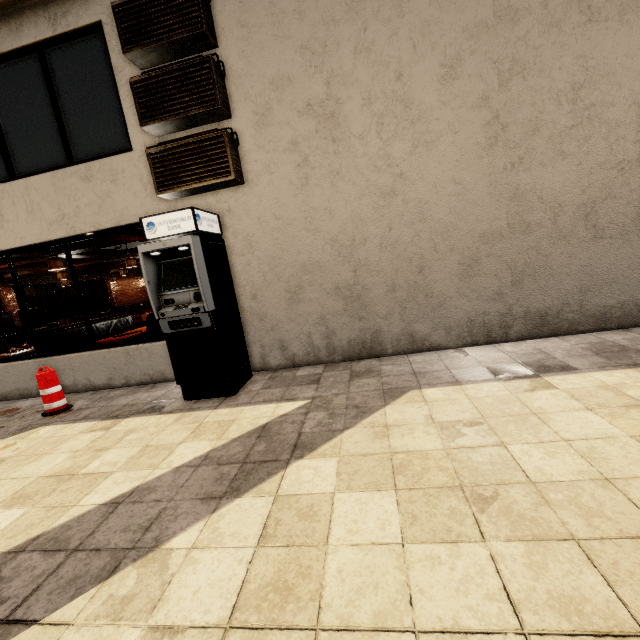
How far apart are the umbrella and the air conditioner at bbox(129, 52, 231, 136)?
12.9 meters

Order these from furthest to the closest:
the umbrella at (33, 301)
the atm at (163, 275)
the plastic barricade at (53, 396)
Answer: the umbrella at (33, 301) < the plastic barricade at (53, 396) < the atm at (163, 275)

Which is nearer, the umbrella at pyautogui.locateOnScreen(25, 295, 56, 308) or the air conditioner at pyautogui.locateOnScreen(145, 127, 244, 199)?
the air conditioner at pyautogui.locateOnScreen(145, 127, 244, 199)

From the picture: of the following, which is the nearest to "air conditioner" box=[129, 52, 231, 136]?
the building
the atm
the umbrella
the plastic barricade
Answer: the building

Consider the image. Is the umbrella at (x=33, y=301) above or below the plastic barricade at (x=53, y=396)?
above

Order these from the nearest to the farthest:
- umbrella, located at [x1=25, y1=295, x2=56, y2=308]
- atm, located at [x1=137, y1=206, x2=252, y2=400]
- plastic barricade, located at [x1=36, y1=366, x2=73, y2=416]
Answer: atm, located at [x1=137, y1=206, x2=252, y2=400]
plastic barricade, located at [x1=36, y1=366, x2=73, y2=416]
umbrella, located at [x1=25, y1=295, x2=56, y2=308]

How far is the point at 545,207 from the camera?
4.28m

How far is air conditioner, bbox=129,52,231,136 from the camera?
4.2 meters
